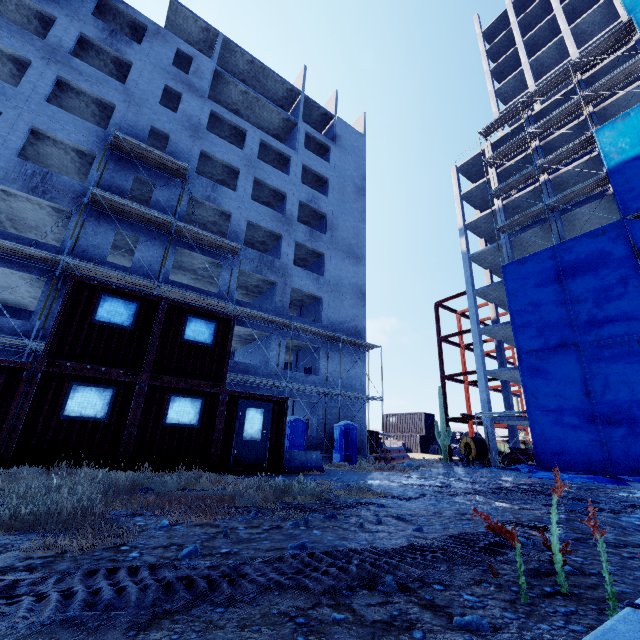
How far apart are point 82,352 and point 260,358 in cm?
1460

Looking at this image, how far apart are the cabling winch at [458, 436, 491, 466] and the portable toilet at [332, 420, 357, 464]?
9.03m

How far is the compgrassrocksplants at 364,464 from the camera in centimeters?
1442cm

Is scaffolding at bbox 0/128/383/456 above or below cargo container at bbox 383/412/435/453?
above

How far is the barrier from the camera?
11.58m

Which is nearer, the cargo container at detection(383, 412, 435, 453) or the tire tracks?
Result: the tire tracks

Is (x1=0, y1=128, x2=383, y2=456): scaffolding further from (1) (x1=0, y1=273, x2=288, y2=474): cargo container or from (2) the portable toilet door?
(2) the portable toilet door

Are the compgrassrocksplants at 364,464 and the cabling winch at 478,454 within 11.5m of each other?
yes
